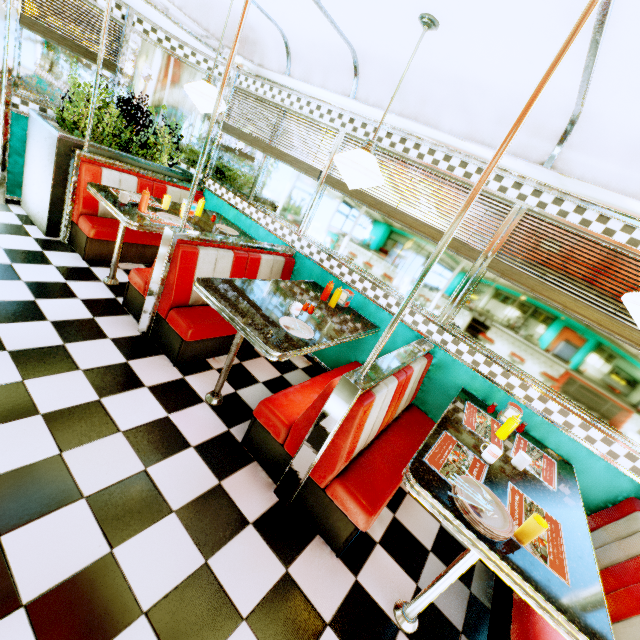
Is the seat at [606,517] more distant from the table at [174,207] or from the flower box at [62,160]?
the flower box at [62,160]

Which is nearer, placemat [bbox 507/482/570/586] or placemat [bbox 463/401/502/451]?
placemat [bbox 507/482/570/586]

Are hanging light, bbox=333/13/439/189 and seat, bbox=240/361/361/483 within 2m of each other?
yes

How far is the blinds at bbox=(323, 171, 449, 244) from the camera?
3.1m

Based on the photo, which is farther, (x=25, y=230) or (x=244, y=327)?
(x=25, y=230)

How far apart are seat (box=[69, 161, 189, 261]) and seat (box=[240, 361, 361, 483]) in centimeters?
289cm

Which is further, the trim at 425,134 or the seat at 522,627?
the trim at 425,134

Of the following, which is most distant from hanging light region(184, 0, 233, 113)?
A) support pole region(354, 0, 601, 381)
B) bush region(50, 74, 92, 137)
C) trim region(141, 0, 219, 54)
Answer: support pole region(354, 0, 601, 381)
